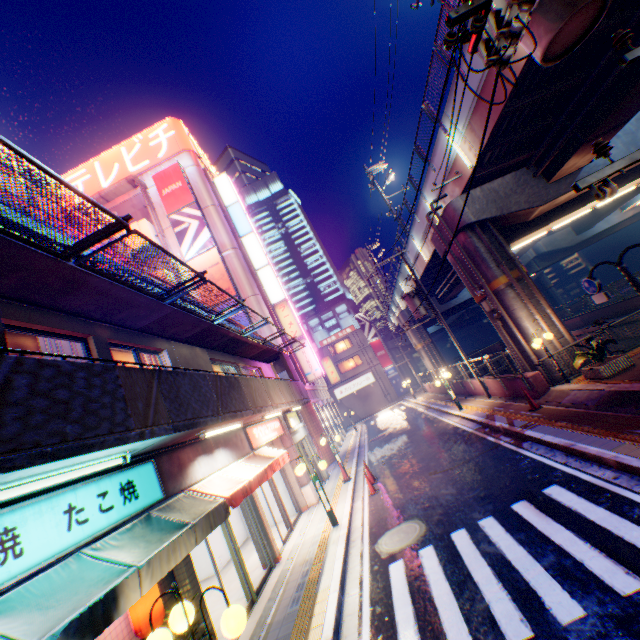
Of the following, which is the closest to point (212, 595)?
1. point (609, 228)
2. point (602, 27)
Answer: point (602, 27)

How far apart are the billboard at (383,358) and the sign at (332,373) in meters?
11.6

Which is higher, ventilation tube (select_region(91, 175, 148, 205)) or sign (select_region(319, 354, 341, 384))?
ventilation tube (select_region(91, 175, 148, 205))

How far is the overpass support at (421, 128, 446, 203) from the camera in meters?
14.2 m

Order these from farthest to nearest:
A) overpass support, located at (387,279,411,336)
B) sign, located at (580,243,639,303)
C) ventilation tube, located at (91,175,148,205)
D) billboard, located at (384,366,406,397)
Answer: billboard, located at (384,366,406,397), overpass support, located at (387,279,411,336), ventilation tube, located at (91,175,148,205), sign, located at (580,243,639,303)

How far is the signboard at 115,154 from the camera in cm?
2872

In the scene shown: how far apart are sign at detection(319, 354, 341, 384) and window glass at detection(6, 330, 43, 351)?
32.8 meters

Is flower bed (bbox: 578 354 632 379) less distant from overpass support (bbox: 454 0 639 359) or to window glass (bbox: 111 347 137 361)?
overpass support (bbox: 454 0 639 359)
